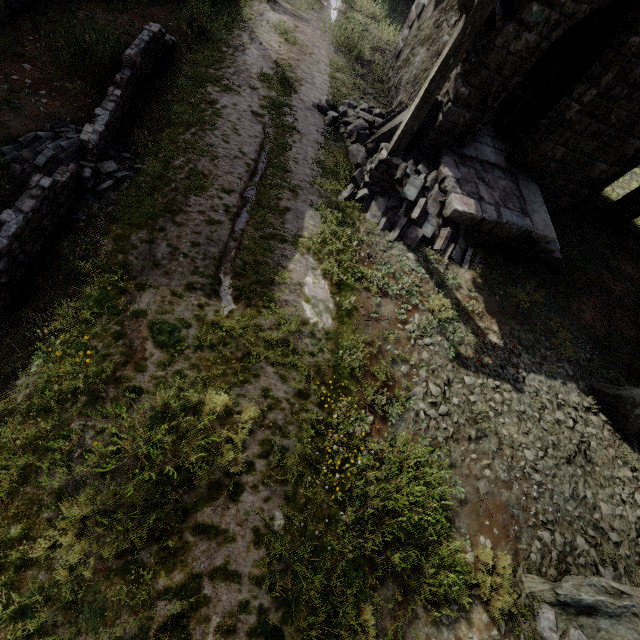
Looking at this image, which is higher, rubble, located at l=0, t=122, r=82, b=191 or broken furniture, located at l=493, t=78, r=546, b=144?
broken furniture, located at l=493, t=78, r=546, b=144

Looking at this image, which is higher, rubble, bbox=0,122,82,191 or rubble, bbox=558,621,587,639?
rubble, bbox=558,621,587,639

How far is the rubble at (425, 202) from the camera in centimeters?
818cm

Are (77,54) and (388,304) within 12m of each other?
yes

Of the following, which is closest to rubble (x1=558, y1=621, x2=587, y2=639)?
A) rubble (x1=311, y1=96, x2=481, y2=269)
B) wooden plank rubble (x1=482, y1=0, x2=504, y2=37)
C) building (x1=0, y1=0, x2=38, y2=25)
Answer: building (x1=0, y1=0, x2=38, y2=25)

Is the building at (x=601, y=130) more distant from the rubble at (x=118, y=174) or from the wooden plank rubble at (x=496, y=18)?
the rubble at (x=118, y=174)

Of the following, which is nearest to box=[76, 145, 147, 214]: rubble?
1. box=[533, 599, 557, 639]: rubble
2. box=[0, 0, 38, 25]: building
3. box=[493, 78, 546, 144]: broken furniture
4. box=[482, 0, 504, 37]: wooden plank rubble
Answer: box=[0, 0, 38, 25]: building

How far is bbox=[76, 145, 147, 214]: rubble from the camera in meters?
5.7
